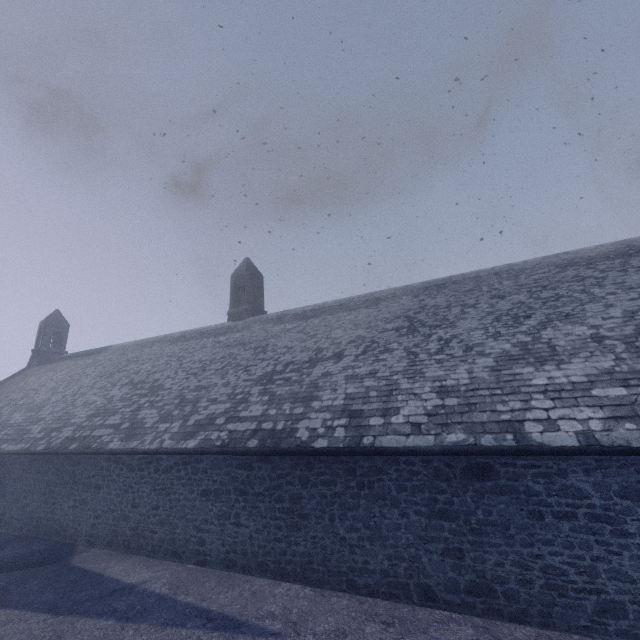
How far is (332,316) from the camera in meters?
14.8 m
